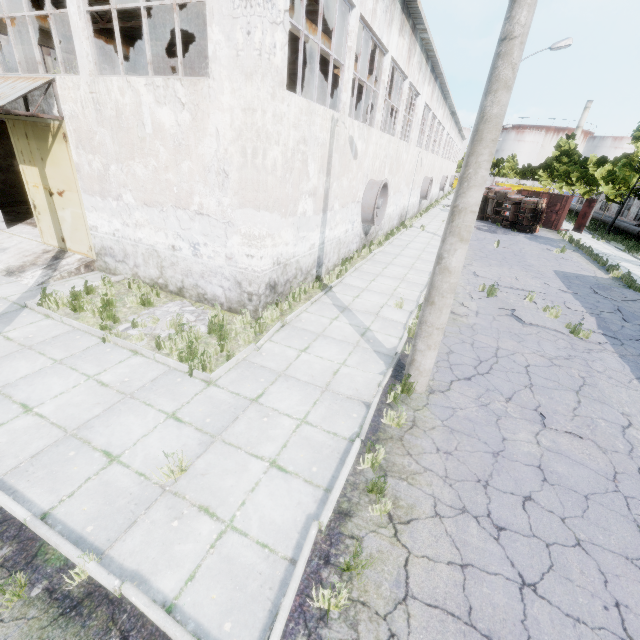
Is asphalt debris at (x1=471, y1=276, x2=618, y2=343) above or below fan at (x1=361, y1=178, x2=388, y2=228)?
below

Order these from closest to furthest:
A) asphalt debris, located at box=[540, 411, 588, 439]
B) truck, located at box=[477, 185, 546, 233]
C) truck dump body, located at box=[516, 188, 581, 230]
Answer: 1. asphalt debris, located at box=[540, 411, 588, 439]
2. truck, located at box=[477, 185, 546, 233]
3. truck dump body, located at box=[516, 188, 581, 230]

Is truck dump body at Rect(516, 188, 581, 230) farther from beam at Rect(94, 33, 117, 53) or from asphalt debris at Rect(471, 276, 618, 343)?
beam at Rect(94, 33, 117, 53)

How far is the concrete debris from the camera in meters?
7.7 m

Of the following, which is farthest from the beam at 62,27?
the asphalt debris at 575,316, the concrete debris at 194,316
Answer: the asphalt debris at 575,316

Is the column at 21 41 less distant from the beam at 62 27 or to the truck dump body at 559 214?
the beam at 62 27

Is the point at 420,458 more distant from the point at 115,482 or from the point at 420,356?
the point at 115,482

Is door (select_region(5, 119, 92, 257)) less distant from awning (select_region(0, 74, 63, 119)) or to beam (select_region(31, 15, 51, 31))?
awning (select_region(0, 74, 63, 119))
